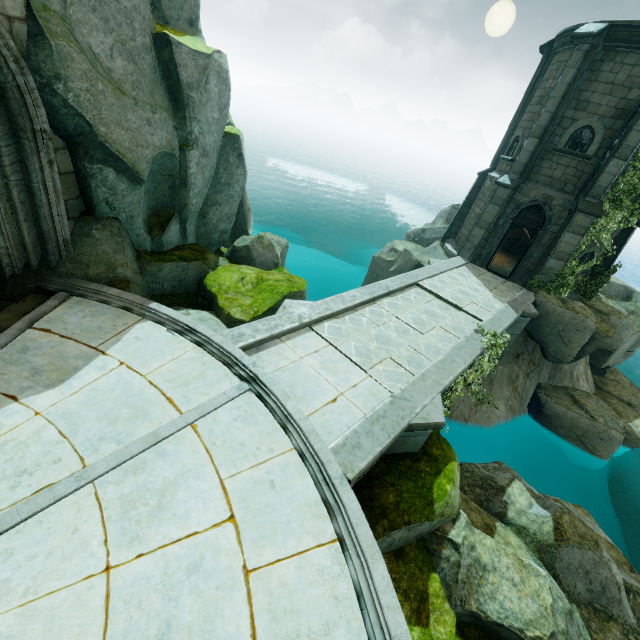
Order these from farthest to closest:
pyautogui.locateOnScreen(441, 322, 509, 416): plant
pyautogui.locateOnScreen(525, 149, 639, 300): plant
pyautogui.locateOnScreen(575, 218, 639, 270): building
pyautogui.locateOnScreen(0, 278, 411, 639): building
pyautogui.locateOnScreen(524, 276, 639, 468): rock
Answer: pyautogui.locateOnScreen(575, 218, 639, 270): building, pyautogui.locateOnScreen(524, 276, 639, 468): rock, pyautogui.locateOnScreen(525, 149, 639, 300): plant, pyautogui.locateOnScreen(441, 322, 509, 416): plant, pyautogui.locateOnScreen(0, 278, 411, 639): building

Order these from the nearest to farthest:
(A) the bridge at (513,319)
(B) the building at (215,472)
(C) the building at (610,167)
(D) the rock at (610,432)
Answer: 1. (B) the building at (215,472)
2. (A) the bridge at (513,319)
3. (C) the building at (610,167)
4. (D) the rock at (610,432)

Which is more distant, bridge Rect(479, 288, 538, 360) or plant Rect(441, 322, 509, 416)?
bridge Rect(479, 288, 538, 360)

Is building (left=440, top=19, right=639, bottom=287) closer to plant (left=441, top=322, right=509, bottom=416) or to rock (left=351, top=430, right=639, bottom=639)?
plant (left=441, top=322, right=509, bottom=416)

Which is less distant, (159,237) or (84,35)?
(84,35)

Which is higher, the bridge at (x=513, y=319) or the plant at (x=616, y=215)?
the plant at (x=616, y=215)

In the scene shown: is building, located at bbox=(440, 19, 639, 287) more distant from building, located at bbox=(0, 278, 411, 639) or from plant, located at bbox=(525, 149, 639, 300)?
building, located at bbox=(0, 278, 411, 639)

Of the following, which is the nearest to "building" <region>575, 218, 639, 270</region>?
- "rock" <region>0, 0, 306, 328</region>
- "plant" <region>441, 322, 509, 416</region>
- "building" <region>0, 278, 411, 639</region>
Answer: "plant" <region>441, 322, 509, 416</region>
